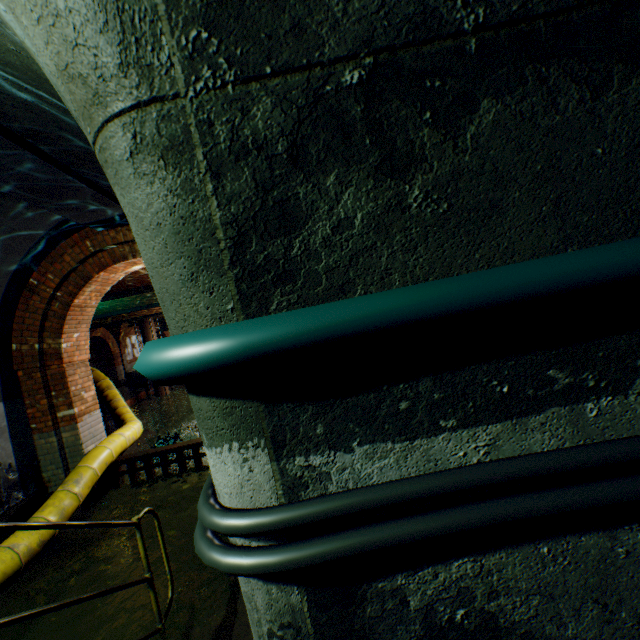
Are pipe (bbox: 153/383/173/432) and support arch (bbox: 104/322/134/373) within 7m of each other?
yes

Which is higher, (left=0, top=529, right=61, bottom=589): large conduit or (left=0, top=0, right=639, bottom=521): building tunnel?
(left=0, top=0, right=639, bottom=521): building tunnel

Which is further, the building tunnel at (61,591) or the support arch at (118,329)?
the support arch at (118,329)

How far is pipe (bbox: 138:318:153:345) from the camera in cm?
2236

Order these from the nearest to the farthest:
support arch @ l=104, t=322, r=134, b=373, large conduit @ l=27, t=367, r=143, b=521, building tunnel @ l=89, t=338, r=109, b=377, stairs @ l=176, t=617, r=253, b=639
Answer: stairs @ l=176, t=617, r=253, b=639 < large conduit @ l=27, t=367, r=143, b=521 < support arch @ l=104, t=322, r=134, b=373 < building tunnel @ l=89, t=338, r=109, b=377

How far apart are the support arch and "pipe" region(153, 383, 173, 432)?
3.8 meters

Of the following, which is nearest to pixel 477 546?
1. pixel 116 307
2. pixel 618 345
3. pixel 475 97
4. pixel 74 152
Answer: pixel 618 345

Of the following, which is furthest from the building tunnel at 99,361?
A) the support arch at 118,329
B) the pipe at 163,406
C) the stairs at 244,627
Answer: the stairs at 244,627
